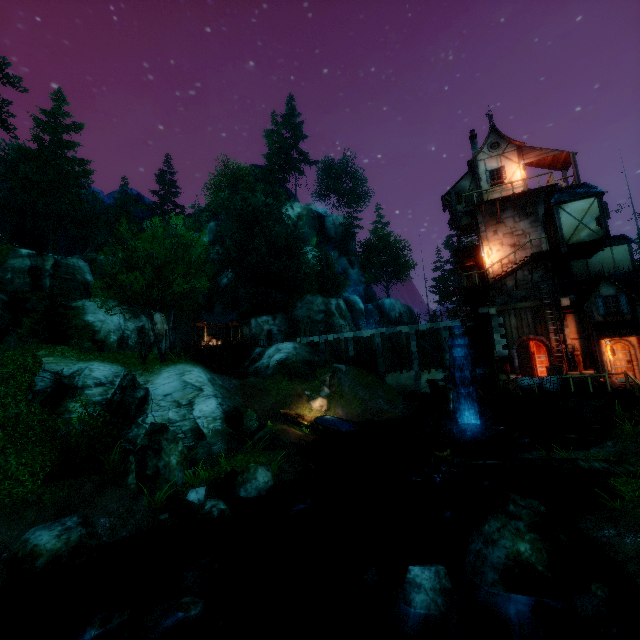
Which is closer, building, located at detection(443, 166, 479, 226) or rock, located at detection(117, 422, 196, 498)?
rock, located at detection(117, 422, 196, 498)

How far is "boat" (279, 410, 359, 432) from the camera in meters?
23.8

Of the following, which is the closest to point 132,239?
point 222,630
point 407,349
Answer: point 407,349

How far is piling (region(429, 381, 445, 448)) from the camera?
22.9 meters

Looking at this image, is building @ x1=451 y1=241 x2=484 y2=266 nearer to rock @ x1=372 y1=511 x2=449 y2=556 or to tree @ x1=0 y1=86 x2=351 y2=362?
tree @ x1=0 y1=86 x2=351 y2=362

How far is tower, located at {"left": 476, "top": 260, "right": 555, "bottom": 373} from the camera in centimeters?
2116cm

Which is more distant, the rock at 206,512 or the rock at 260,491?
the rock at 260,491

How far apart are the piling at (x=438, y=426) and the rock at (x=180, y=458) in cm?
1630
